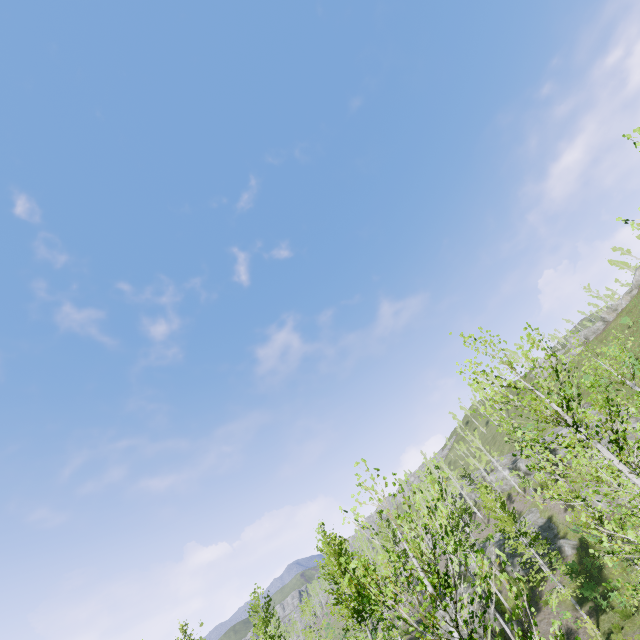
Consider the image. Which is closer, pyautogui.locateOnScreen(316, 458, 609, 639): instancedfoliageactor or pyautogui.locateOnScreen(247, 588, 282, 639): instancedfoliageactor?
pyautogui.locateOnScreen(316, 458, 609, 639): instancedfoliageactor

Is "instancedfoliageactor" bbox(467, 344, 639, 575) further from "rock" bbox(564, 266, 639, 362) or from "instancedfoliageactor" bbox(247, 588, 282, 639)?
"rock" bbox(564, 266, 639, 362)

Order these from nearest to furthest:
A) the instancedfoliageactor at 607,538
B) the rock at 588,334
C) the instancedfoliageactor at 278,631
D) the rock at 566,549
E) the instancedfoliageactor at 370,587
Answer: the instancedfoliageactor at 370,587 < the instancedfoliageactor at 607,538 < the instancedfoliageactor at 278,631 < the rock at 566,549 < the rock at 588,334

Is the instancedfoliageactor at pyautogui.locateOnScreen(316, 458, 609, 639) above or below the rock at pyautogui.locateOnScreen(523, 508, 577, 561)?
above

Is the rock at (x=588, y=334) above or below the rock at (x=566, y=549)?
above

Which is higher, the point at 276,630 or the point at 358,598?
the point at 276,630

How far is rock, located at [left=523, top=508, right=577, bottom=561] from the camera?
28.8 meters

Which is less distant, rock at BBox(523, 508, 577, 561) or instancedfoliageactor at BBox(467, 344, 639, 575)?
instancedfoliageactor at BBox(467, 344, 639, 575)
